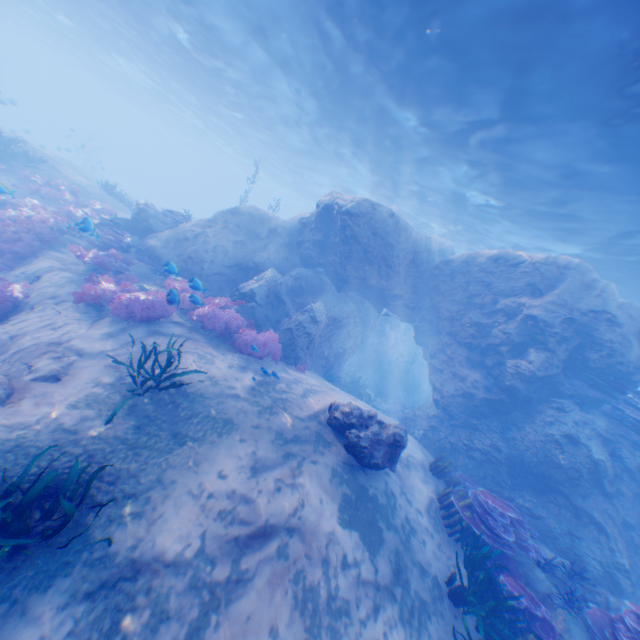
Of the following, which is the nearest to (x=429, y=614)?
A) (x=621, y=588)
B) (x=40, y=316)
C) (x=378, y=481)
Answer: (x=378, y=481)

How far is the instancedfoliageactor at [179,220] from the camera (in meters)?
15.34

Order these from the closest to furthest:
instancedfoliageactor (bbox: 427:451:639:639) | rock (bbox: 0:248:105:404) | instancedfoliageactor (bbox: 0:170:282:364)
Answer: instancedfoliageactor (bbox: 427:451:639:639), rock (bbox: 0:248:105:404), instancedfoliageactor (bbox: 0:170:282:364)

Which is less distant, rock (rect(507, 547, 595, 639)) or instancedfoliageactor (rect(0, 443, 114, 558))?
instancedfoliageactor (rect(0, 443, 114, 558))

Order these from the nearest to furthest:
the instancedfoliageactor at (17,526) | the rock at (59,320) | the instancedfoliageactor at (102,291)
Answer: the instancedfoliageactor at (17,526), the rock at (59,320), the instancedfoliageactor at (102,291)

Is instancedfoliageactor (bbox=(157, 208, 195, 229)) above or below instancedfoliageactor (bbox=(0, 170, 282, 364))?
above

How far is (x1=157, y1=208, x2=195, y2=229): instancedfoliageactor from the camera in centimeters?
1534cm

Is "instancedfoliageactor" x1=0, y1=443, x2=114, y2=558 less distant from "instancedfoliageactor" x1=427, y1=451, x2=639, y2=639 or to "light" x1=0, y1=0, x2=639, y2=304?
"instancedfoliageactor" x1=427, y1=451, x2=639, y2=639
